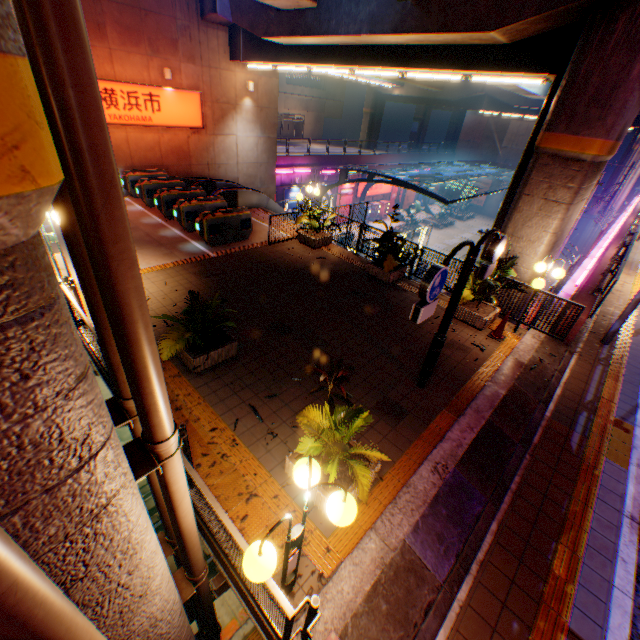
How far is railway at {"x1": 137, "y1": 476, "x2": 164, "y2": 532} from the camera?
10.63m

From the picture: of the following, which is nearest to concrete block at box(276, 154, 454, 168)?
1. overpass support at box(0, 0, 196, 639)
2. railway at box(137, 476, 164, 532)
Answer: overpass support at box(0, 0, 196, 639)

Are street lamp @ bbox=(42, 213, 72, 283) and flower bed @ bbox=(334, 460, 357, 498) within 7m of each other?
no

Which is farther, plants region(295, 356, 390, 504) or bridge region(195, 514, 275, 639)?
plants region(295, 356, 390, 504)

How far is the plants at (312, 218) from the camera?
12.5 meters

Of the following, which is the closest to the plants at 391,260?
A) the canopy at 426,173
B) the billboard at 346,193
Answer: the canopy at 426,173

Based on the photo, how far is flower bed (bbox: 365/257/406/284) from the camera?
10.9m

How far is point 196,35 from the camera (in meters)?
15.16
